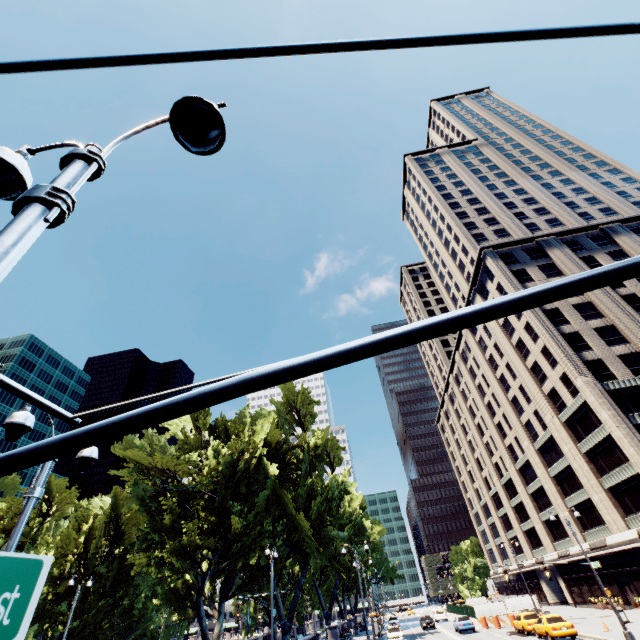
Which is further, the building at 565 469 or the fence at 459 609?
the fence at 459 609

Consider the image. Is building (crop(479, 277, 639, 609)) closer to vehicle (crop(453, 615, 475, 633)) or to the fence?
the fence

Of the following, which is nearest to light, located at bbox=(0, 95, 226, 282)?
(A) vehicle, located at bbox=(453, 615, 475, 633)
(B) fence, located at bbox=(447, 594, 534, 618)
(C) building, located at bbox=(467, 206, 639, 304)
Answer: (C) building, located at bbox=(467, 206, 639, 304)

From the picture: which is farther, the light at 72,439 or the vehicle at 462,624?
the vehicle at 462,624

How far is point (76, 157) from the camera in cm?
251

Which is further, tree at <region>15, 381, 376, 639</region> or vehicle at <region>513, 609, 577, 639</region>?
tree at <region>15, 381, 376, 639</region>

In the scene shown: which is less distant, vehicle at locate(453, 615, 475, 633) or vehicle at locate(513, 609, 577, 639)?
vehicle at locate(513, 609, 577, 639)

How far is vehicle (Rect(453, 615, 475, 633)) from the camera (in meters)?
36.12
